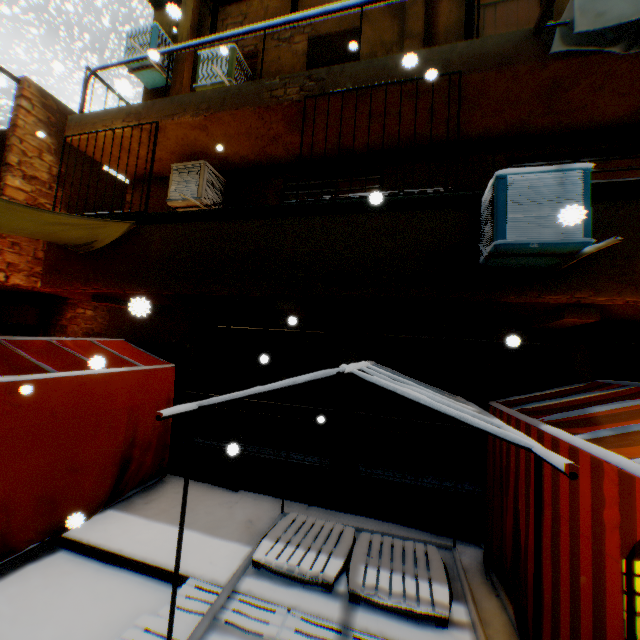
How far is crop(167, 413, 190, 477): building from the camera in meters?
6.4 m

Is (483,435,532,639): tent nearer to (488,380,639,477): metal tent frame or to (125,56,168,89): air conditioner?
(488,380,639,477): metal tent frame

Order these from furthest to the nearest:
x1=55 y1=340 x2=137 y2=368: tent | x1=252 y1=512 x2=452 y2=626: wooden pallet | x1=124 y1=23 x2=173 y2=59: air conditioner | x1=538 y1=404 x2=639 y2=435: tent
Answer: x1=124 y1=23 x2=173 y2=59: air conditioner → x1=55 y1=340 x2=137 y2=368: tent → x1=252 y1=512 x2=452 y2=626: wooden pallet → x1=538 y1=404 x2=639 y2=435: tent

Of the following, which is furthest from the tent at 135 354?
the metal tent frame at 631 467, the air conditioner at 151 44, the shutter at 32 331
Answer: the air conditioner at 151 44

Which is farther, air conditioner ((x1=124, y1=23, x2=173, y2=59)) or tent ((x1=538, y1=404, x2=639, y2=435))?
air conditioner ((x1=124, y1=23, x2=173, y2=59))

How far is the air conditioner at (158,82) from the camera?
7.1 meters

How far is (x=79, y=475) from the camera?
4.47m

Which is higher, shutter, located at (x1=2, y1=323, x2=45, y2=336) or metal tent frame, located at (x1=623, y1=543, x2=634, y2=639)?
shutter, located at (x1=2, y1=323, x2=45, y2=336)
